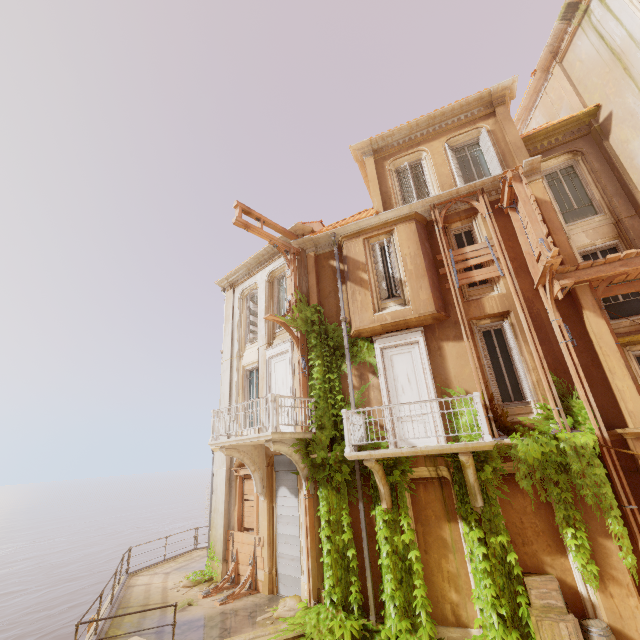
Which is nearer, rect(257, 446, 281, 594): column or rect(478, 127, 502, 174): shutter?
rect(257, 446, 281, 594): column

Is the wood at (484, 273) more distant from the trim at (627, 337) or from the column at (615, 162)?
the trim at (627, 337)

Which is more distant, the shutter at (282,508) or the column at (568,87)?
the column at (568,87)

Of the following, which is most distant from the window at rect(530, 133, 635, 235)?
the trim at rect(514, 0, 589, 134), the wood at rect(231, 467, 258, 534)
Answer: the wood at rect(231, 467, 258, 534)

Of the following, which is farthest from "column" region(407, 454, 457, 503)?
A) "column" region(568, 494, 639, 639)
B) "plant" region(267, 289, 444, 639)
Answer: "column" region(568, 494, 639, 639)

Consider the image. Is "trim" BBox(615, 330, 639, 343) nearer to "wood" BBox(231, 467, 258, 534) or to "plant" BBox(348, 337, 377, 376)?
"plant" BBox(348, 337, 377, 376)

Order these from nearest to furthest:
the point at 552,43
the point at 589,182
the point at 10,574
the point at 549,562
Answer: the point at 549,562
the point at 589,182
the point at 552,43
the point at 10,574

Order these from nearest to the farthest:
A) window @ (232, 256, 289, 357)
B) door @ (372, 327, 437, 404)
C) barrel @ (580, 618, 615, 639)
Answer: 1. barrel @ (580, 618, 615, 639)
2. door @ (372, 327, 437, 404)
3. window @ (232, 256, 289, 357)
